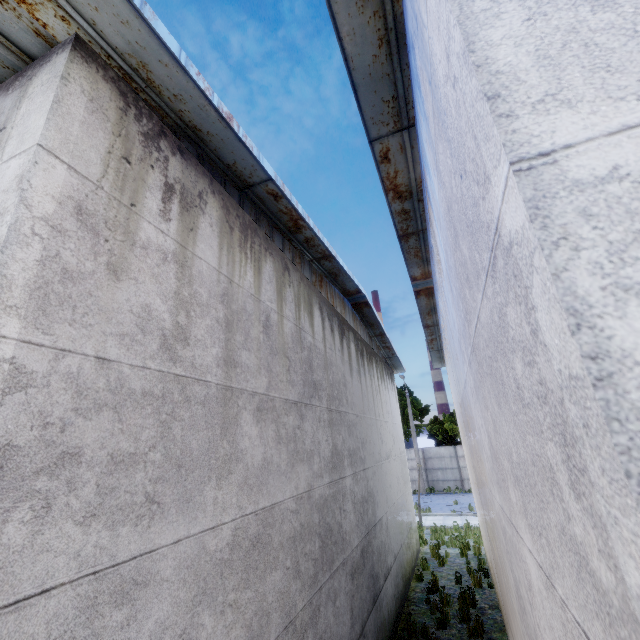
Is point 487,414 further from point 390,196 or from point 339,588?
point 339,588
